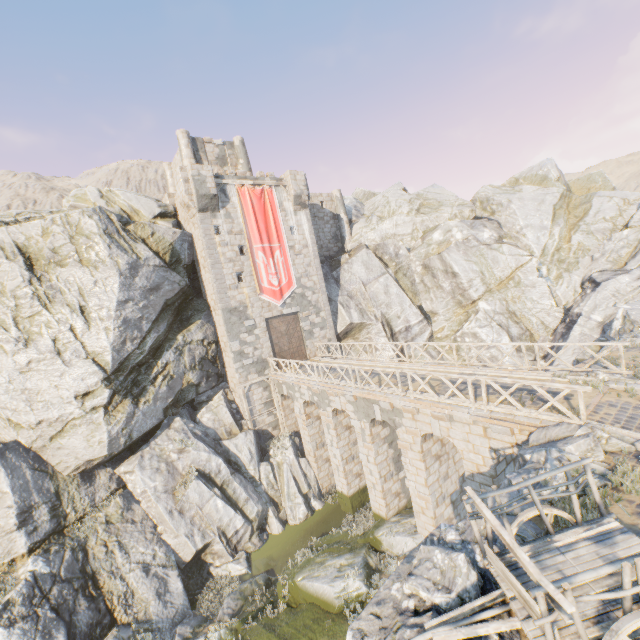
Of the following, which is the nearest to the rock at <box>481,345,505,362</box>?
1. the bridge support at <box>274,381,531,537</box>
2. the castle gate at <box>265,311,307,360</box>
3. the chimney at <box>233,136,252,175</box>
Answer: the bridge support at <box>274,381,531,537</box>

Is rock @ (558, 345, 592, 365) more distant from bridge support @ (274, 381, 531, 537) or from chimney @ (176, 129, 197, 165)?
chimney @ (176, 129, 197, 165)

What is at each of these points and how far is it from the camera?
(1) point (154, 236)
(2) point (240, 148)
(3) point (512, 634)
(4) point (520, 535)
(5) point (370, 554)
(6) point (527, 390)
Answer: (1) rock, 21.5m
(2) chimney, 28.2m
(3) rock, 4.2m
(4) rock, 5.7m
(5) rock, 14.6m
(6) bridge support, 11.5m

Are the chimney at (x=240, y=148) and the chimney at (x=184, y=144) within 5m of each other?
yes

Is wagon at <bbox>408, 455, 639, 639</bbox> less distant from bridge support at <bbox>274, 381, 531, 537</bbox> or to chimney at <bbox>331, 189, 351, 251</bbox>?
bridge support at <bbox>274, 381, 531, 537</bbox>

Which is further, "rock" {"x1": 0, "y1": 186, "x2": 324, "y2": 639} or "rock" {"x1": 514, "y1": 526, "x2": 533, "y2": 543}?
"rock" {"x1": 0, "y1": 186, "x2": 324, "y2": 639}

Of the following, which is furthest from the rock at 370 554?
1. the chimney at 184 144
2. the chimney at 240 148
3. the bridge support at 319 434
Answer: the chimney at 240 148

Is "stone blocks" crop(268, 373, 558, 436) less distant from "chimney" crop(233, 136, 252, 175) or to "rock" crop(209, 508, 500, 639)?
"rock" crop(209, 508, 500, 639)
